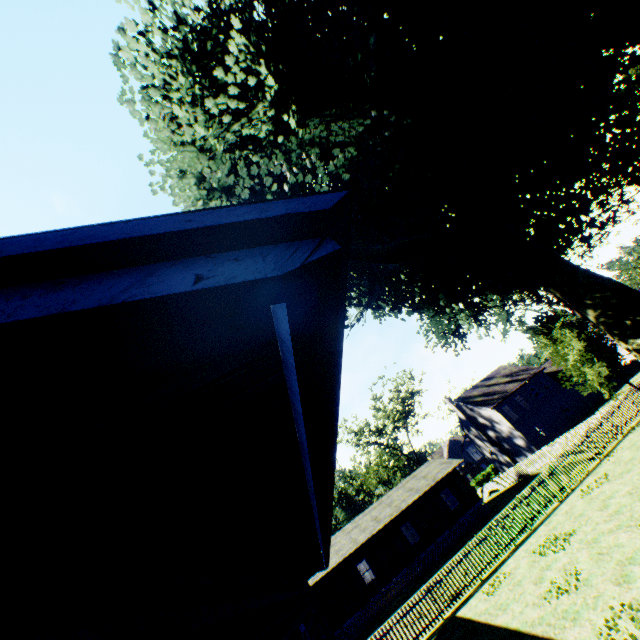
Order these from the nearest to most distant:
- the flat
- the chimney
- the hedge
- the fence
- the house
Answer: the house → the fence → the flat → the chimney → the hedge

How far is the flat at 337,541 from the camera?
27.5m

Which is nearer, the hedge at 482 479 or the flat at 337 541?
the flat at 337 541

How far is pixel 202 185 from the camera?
21.8m

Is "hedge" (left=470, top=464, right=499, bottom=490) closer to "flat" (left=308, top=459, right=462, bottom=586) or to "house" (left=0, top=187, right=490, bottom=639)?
"flat" (left=308, top=459, right=462, bottom=586)

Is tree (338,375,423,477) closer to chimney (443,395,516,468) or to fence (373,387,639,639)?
fence (373,387,639,639)

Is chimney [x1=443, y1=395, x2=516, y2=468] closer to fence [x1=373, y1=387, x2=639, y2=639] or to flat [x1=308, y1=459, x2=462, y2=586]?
fence [x1=373, y1=387, x2=639, y2=639]
